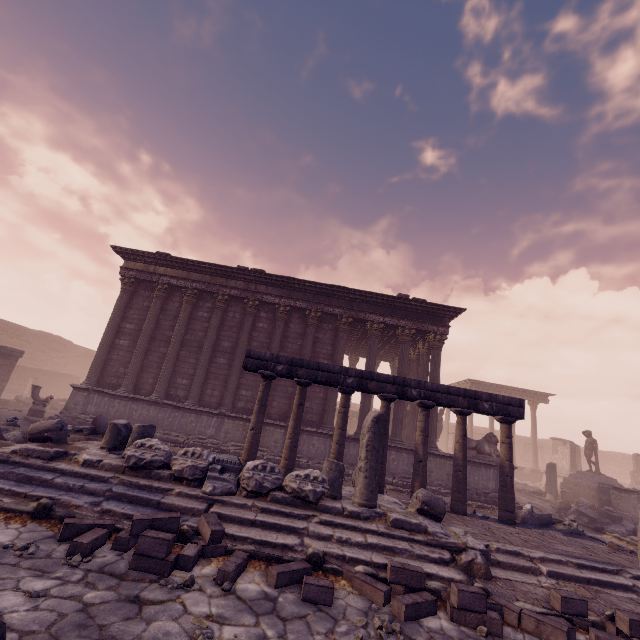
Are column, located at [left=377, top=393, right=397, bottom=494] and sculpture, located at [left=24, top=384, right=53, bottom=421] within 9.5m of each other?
no

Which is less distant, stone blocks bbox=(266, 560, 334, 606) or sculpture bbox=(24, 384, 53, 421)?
stone blocks bbox=(266, 560, 334, 606)

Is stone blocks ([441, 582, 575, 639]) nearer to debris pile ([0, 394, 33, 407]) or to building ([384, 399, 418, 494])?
building ([384, 399, 418, 494])

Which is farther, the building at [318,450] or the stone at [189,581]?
the building at [318,450]

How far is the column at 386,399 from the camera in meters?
8.0 m

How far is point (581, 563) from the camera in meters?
5.6

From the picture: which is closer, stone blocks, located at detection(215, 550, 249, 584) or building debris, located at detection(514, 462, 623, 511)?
stone blocks, located at detection(215, 550, 249, 584)

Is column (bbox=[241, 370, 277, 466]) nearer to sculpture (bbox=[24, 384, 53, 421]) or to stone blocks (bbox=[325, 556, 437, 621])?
stone blocks (bbox=[325, 556, 437, 621])
